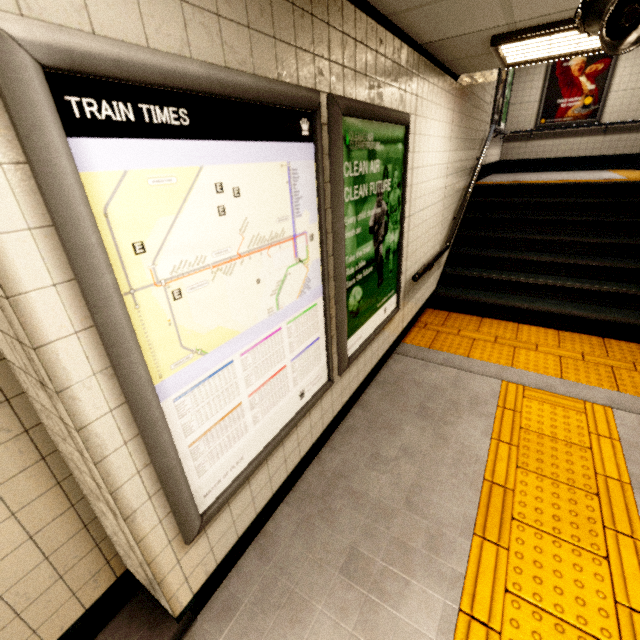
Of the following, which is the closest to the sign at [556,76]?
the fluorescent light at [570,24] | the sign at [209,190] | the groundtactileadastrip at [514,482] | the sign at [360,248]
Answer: the groundtactileadastrip at [514,482]

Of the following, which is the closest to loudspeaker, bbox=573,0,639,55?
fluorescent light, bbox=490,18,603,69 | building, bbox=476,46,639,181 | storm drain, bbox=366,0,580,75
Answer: storm drain, bbox=366,0,580,75

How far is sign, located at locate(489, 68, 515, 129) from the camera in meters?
6.2

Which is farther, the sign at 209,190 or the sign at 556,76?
the sign at 556,76

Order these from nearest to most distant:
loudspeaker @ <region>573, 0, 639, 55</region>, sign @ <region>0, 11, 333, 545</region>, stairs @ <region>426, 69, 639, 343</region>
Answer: sign @ <region>0, 11, 333, 545</region>
loudspeaker @ <region>573, 0, 639, 55</region>
stairs @ <region>426, 69, 639, 343</region>

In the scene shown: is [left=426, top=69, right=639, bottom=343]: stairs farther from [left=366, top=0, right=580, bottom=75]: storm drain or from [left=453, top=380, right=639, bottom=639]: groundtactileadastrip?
[left=453, top=380, right=639, bottom=639]: groundtactileadastrip

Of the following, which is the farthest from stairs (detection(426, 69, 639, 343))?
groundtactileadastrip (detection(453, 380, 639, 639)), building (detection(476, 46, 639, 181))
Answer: groundtactileadastrip (detection(453, 380, 639, 639))

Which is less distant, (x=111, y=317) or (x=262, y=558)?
(x=111, y=317)
